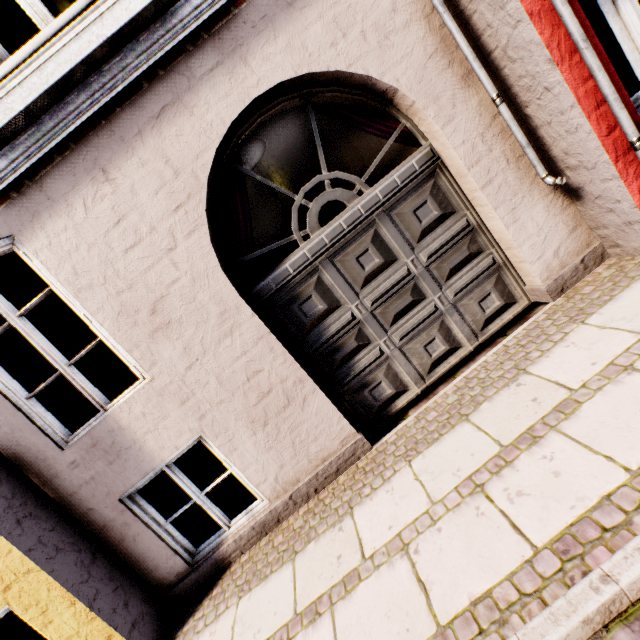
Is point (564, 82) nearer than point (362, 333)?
Yes
